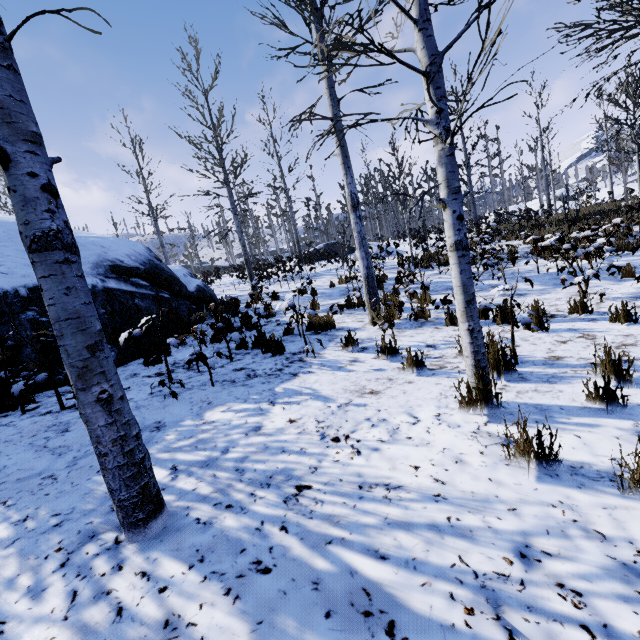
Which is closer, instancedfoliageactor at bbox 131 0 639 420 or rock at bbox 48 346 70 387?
instancedfoliageactor at bbox 131 0 639 420

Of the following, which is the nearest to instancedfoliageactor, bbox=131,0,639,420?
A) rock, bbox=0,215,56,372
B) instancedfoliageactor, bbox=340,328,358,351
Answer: rock, bbox=0,215,56,372

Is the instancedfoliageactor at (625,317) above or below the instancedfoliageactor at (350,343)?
below

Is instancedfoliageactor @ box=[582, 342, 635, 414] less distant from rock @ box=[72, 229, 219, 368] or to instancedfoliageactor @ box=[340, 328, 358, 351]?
rock @ box=[72, 229, 219, 368]

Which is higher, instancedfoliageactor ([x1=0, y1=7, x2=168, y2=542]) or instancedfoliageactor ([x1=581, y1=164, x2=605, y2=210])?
instancedfoliageactor ([x1=581, y1=164, x2=605, y2=210])

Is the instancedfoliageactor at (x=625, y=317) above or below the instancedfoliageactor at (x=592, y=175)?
below

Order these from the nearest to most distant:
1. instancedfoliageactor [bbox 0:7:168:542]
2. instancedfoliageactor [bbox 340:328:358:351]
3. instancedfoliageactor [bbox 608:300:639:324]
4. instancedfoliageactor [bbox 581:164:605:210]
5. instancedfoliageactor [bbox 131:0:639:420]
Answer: instancedfoliageactor [bbox 0:7:168:542] < instancedfoliageactor [bbox 131:0:639:420] < instancedfoliageactor [bbox 608:300:639:324] < instancedfoliageactor [bbox 340:328:358:351] < instancedfoliageactor [bbox 581:164:605:210]

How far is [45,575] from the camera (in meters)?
1.64
